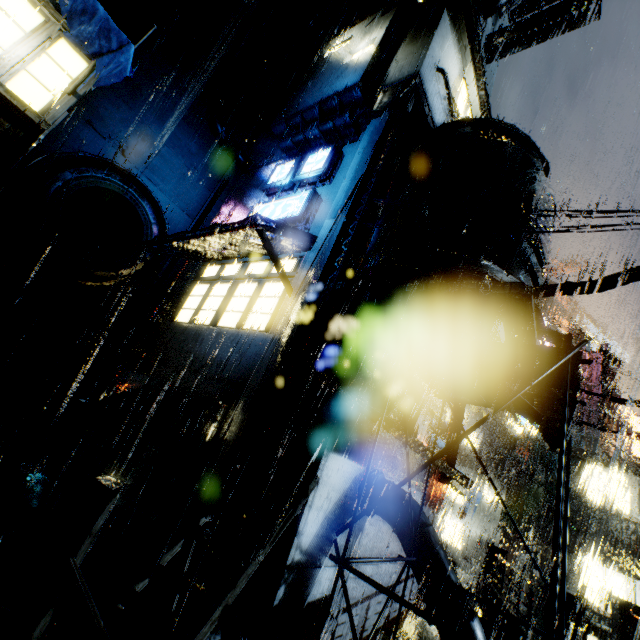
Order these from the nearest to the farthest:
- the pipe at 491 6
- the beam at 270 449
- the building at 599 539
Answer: the beam at 270 449, the pipe at 491 6, the building at 599 539

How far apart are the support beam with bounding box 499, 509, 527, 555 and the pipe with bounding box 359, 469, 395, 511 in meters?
17.3 m

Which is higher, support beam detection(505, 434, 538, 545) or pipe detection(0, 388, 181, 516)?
support beam detection(505, 434, 538, 545)

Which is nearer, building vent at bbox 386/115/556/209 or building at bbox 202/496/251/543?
building at bbox 202/496/251/543

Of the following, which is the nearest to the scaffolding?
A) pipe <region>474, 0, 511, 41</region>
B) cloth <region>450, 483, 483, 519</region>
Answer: cloth <region>450, 483, 483, 519</region>

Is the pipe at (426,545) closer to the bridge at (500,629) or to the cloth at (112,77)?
the bridge at (500,629)

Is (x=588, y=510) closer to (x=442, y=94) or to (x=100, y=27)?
(x=442, y=94)
